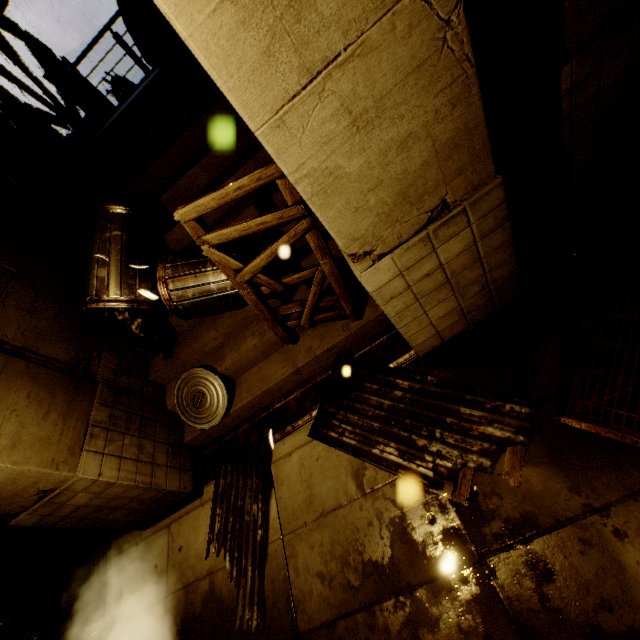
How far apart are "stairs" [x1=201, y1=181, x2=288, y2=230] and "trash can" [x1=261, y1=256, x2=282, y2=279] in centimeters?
81cm

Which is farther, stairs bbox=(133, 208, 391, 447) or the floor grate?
stairs bbox=(133, 208, 391, 447)

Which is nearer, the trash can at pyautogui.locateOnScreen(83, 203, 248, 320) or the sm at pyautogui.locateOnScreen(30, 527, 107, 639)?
the trash can at pyautogui.locateOnScreen(83, 203, 248, 320)

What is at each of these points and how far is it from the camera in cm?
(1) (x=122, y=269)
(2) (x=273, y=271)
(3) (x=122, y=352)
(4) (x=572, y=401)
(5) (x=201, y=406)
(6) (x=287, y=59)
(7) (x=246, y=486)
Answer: (1) trash can, 452
(2) trash can, 435
(3) building, 521
(4) floor grate, 294
(5) trash can lid, 488
(6) building, 163
(7) sm, 442

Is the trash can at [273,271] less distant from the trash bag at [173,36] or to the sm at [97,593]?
the trash bag at [173,36]

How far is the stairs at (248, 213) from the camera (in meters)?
4.85

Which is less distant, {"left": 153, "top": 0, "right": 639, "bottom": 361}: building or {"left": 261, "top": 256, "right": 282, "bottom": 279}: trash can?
{"left": 153, "top": 0, "right": 639, "bottom": 361}: building

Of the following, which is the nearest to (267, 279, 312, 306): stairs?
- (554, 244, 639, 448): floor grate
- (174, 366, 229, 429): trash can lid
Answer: (174, 366, 229, 429): trash can lid
